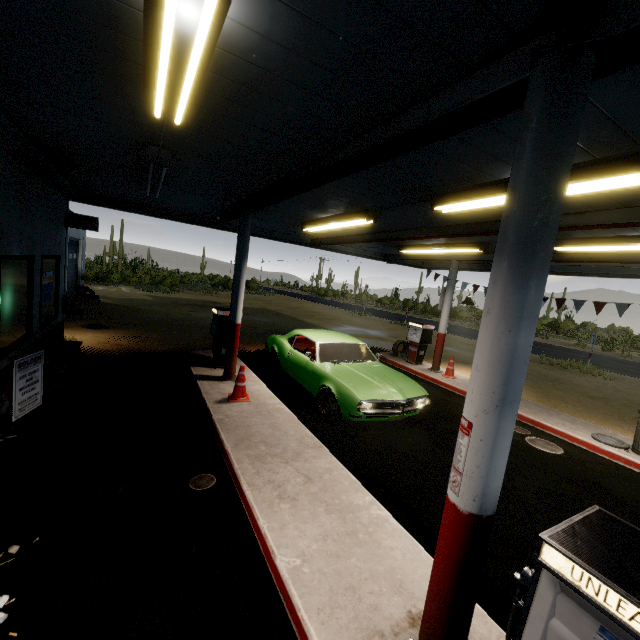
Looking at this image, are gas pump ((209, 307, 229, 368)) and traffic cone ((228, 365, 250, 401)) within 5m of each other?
yes

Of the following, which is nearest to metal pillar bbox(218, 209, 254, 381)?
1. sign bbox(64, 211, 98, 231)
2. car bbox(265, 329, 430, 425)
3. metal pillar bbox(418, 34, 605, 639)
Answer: car bbox(265, 329, 430, 425)

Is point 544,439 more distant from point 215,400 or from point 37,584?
point 37,584

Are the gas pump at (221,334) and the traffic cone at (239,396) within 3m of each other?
yes

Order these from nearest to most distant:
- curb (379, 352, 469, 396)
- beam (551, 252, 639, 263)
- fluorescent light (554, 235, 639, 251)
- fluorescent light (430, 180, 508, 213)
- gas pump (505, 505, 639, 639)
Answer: gas pump (505, 505, 639, 639), fluorescent light (430, 180, 508, 213), fluorescent light (554, 235, 639, 251), beam (551, 252, 639, 263), curb (379, 352, 469, 396)

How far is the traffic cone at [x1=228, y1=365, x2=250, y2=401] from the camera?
6.40m

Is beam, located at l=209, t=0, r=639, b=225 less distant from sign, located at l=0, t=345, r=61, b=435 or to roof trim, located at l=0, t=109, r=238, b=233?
roof trim, located at l=0, t=109, r=238, b=233

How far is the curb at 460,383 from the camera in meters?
9.8
